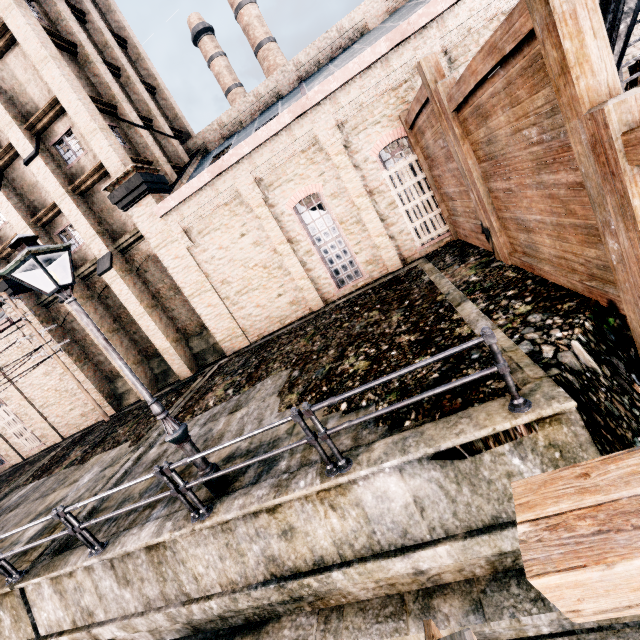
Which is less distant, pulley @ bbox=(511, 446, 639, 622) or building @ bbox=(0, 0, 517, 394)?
pulley @ bbox=(511, 446, 639, 622)

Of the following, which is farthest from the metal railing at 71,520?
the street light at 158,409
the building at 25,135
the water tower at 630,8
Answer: the building at 25,135

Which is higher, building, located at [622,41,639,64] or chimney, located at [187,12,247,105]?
chimney, located at [187,12,247,105]

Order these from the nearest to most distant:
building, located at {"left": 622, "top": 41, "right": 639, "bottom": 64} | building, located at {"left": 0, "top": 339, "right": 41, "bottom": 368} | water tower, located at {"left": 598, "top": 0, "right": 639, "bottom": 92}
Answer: water tower, located at {"left": 598, "top": 0, "right": 639, "bottom": 92} < building, located at {"left": 622, "top": 41, "right": 639, "bottom": 64} < building, located at {"left": 0, "top": 339, "right": 41, "bottom": 368}

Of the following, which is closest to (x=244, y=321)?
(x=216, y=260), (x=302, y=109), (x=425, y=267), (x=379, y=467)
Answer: (x=216, y=260)

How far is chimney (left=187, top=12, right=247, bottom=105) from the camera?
34.66m

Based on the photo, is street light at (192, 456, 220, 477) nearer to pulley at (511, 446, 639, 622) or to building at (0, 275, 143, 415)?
pulley at (511, 446, 639, 622)

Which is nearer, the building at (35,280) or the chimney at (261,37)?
the building at (35,280)
